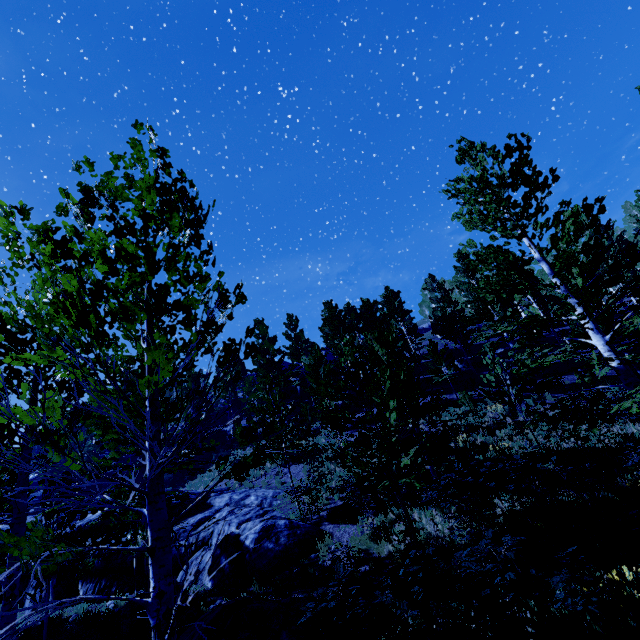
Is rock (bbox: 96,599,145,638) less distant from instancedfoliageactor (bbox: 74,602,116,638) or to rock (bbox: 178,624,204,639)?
instancedfoliageactor (bbox: 74,602,116,638)

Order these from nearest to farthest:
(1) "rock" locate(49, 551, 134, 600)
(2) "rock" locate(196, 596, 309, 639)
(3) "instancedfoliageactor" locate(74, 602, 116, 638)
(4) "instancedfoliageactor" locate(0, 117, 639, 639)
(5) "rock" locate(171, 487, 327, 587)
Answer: (4) "instancedfoliageactor" locate(0, 117, 639, 639) → (2) "rock" locate(196, 596, 309, 639) → (3) "instancedfoliageactor" locate(74, 602, 116, 638) → (5) "rock" locate(171, 487, 327, 587) → (1) "rock" locate(49, 551, 134, 600)

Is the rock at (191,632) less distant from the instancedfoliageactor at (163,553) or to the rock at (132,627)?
the instancedfoliageactor at (163,553)

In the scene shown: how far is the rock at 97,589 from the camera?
12.4 meters

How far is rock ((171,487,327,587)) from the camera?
10.4m

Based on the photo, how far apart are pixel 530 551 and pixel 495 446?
8.1 meters

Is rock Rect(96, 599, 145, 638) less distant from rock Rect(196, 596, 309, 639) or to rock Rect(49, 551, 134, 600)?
rock Rect(49, 551, 134, 600)
